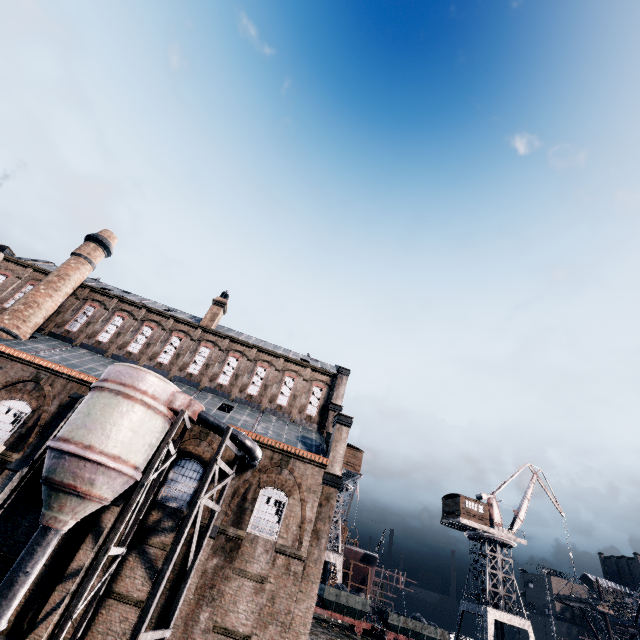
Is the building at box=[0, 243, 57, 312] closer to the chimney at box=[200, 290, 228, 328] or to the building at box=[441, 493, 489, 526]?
the chimney at box=[200, 290, 228, 328]

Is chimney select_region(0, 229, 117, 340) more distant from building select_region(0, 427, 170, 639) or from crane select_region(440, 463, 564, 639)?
crane select_region(440, 463, 564, 639)

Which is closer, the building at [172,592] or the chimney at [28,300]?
the building at [172,592]

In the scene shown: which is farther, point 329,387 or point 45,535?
point 329,387

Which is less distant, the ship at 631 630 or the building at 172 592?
the building at 172 592

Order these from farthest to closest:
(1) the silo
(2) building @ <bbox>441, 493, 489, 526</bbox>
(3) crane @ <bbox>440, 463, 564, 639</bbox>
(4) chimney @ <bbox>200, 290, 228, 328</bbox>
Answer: (2) building @ <bbox>441, 493, 489, 526</bbox>, (3) crane @ <bbox>440, 463, 564, 639</bbox>, (4) chimney @ <bbox>200, 290, 228, 328</bbox>, (1) the silo

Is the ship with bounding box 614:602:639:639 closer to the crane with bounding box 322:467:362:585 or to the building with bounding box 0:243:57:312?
the crane with bounding box 322:467:362:585

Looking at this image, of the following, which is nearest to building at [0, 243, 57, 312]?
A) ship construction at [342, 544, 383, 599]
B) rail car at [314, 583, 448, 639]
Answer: rail car at [314, 583, 448, 639]
